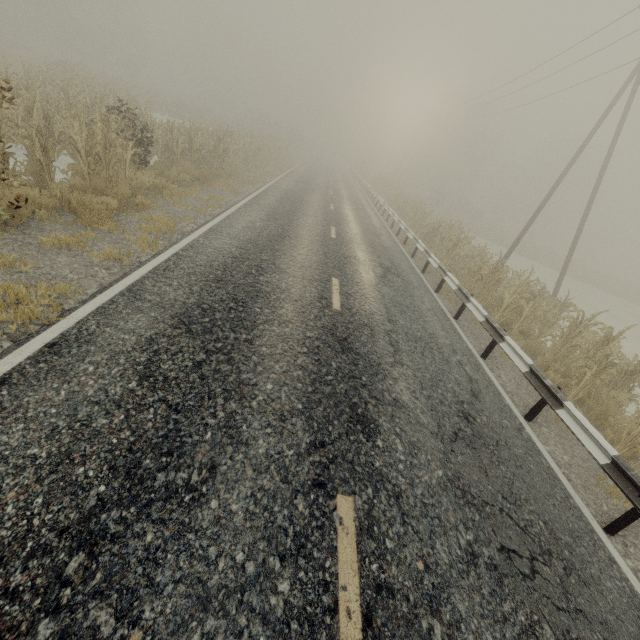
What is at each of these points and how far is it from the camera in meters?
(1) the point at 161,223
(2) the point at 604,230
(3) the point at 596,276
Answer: (1) tree, 7.6
(2) tree, 59.6
(3) tree, 38.8

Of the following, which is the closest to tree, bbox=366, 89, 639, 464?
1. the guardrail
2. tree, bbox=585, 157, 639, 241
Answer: the guardrail

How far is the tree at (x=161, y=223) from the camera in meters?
6.6 m

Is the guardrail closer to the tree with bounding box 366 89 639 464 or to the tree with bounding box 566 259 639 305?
the tree with bounding box 366 89 639 464

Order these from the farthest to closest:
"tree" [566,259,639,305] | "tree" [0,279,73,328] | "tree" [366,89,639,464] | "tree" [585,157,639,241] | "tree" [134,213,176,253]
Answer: "tree" [585,157,639,241] → "tree" [566,259,639,305] → "tree" [366,89,639,464] → "tree" [134,213,176,253] → "tree" [0,279,73,328]

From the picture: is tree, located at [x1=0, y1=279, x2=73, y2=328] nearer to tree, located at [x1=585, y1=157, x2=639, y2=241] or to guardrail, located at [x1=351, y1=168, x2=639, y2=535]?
guardrail, located at [x1=351, y1=168, x2=639, y2=535]

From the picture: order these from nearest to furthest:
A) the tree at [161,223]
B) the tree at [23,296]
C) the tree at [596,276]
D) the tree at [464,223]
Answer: the tree at [23,296] < the tree at [161,223] < the tree at [464,223] < the tree at [596,276]
